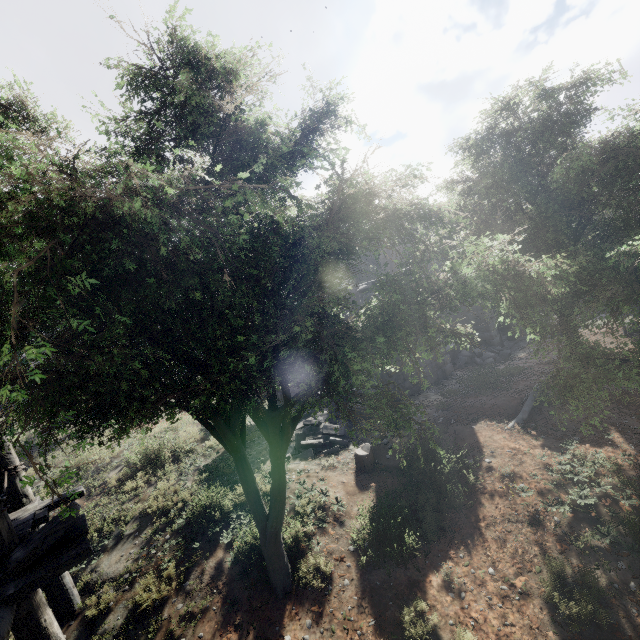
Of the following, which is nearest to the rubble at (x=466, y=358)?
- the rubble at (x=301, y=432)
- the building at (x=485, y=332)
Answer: the building at (x=485, y=332)

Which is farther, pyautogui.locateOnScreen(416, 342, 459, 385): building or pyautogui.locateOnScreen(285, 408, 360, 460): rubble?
pyautogui.locateOnScreen(416, 342, 459, 385): building

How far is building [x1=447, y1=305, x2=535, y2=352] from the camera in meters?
17.8

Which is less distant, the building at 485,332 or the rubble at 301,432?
the rubble at 301,432

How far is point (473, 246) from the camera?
8.6 meters

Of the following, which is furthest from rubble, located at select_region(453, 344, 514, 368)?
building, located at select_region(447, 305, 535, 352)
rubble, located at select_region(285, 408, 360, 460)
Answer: rubble, located at select_region(285, 408, 360, 460)

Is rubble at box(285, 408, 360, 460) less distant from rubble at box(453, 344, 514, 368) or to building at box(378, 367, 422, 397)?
building at box(378, 367, 422, 397)
